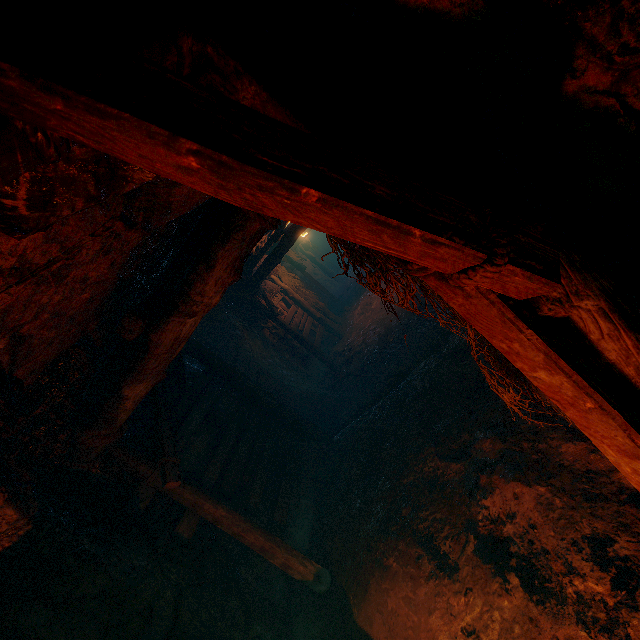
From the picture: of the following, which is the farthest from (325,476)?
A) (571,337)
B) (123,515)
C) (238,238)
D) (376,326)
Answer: (571,337)
